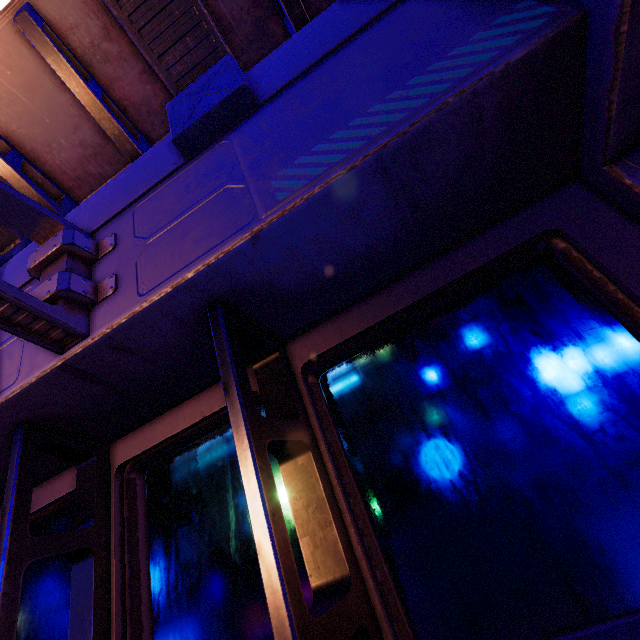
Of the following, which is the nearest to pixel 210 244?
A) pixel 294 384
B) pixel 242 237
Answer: pixel 242 237
